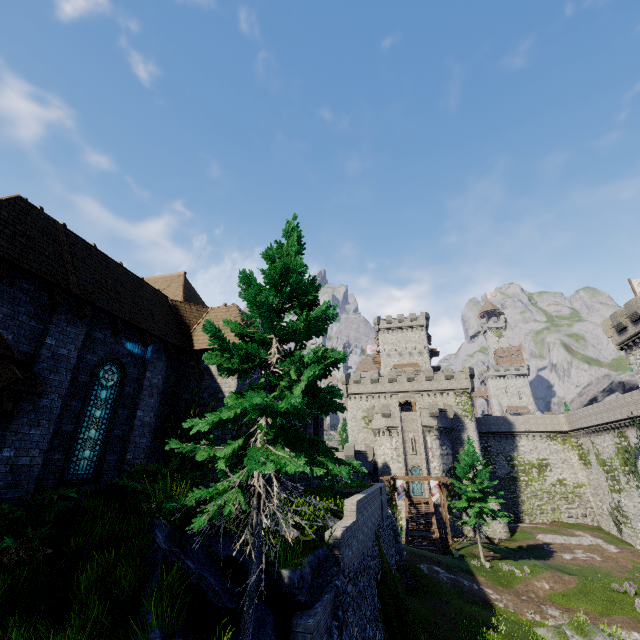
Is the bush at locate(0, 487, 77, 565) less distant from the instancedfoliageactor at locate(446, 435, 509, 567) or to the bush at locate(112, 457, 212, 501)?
the bush at locate(112, 457, 212, 501)

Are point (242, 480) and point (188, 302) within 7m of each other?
no

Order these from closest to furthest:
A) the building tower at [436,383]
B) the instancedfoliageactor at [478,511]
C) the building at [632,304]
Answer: the building at [632,304]
the instancedfoliageactor at [478,511]
the building tower at [436,383]

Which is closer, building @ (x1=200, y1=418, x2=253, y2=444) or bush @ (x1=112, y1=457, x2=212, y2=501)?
bush @ (x1=112, y1=457, x2=212, y2=501)

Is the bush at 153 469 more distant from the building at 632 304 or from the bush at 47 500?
the building at 632 304

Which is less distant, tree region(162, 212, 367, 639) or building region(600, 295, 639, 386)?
tree region(162, 212, 367, 639)

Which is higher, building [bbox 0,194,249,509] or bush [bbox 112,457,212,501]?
building [bbox 0,194,249,509]

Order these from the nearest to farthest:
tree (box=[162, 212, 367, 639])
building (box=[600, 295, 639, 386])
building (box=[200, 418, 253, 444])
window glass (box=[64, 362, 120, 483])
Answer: tree (box=[162, 212, 367, 639]) < window glass (box=[64, 362, 120, 483]) < building (box=[200, 418, 253, 444]) < building (box=[600, 295, 639, 386])
